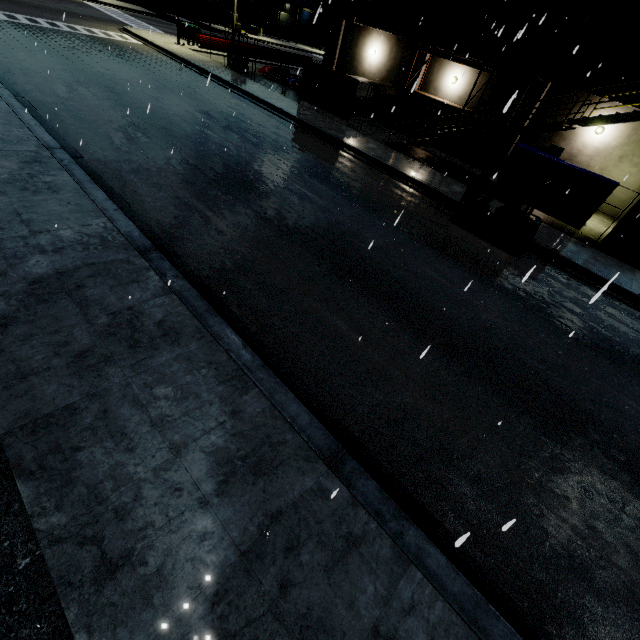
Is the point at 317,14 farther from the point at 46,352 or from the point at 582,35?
the point at 582,35

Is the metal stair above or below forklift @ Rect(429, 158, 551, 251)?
above

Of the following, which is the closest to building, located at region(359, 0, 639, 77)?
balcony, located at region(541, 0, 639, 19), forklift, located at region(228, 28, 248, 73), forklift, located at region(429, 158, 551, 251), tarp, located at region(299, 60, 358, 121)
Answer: balcony, located at region(541, 0, 639, 19)

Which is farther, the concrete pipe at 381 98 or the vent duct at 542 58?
the concrete pipe at 381 98

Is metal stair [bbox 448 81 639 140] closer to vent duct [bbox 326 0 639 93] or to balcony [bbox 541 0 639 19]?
balcony [bbox 541 0 639 19]

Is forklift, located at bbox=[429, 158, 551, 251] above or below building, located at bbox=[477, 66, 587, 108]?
below

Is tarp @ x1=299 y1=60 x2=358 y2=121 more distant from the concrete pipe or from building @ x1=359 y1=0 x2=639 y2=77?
the concrete pipe

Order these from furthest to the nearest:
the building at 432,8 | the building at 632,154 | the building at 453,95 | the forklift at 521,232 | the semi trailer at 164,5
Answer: the semi trailer at 164,5 < the building at 453,95 < the building at 632,154 < the building at 432,8 < the forklift at 521,232
